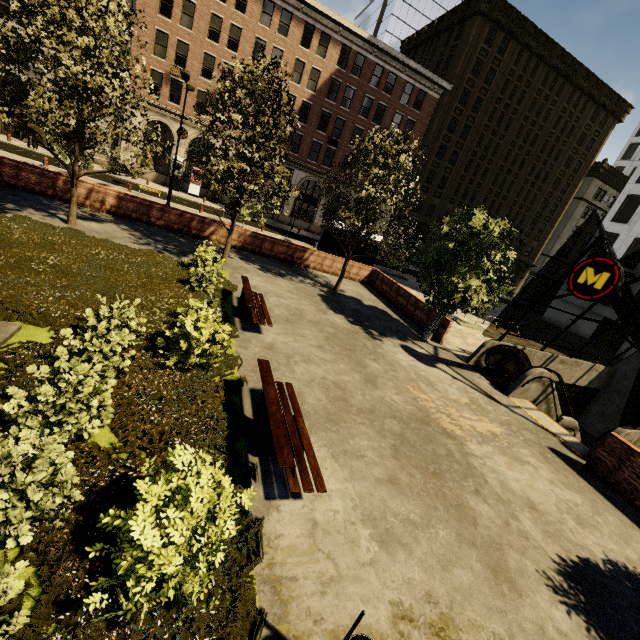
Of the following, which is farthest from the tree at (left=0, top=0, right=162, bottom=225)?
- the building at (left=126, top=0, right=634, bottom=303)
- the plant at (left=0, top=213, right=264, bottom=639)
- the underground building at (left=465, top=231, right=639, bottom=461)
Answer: the building at (left=126, top=0, right=634, bottom=303)

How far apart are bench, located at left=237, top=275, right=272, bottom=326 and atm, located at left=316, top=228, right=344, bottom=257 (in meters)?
9.43

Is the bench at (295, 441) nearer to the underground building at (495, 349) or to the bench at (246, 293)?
the bench at (246, 293)

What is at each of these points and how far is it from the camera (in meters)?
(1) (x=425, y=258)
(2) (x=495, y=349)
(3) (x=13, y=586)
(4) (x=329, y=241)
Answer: (1) tree, 13.07
(2) underground building, 13.51
(3) tree, 2.69
(4) atm, 20.20

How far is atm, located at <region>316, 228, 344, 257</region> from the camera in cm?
2014

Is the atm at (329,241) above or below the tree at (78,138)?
below

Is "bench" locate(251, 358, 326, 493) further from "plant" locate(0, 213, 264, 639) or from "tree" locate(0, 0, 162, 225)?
"tree" locate(0, 0, 162, 225)

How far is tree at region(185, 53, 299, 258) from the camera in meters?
11.6
